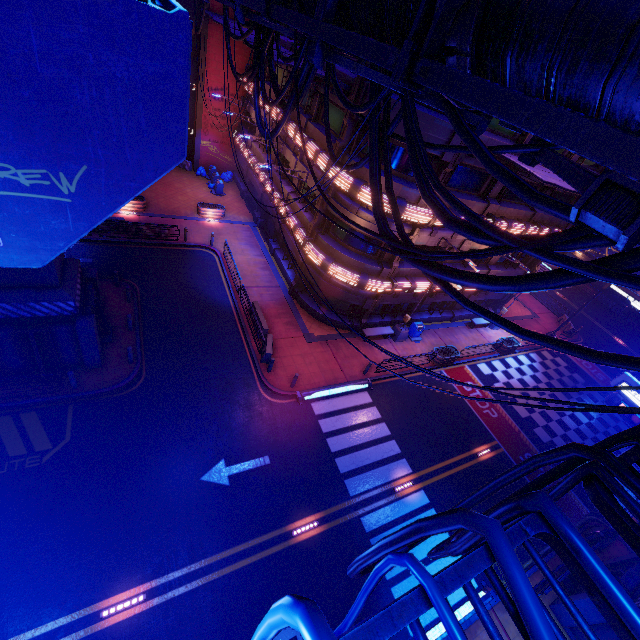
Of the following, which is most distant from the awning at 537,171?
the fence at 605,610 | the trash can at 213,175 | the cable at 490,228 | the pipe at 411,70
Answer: the trash can at 213,175

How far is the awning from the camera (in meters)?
12.82

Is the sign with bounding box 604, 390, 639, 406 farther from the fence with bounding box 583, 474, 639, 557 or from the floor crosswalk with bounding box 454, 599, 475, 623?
the fence with bounding box 583, 474, 639, 557

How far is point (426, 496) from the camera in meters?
15.4

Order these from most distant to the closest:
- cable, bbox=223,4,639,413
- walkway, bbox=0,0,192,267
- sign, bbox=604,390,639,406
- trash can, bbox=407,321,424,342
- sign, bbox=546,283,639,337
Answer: sign, bbox=546,283,639,337 < trash can, bbox=407,321,424,342 < sign, bbox=604,390,639,406 < walkway, bbox=0,0,192,267 < cable, bbox=223,4,639,413

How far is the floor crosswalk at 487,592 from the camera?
12.8m

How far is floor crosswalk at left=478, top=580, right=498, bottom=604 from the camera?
12.8 meters
